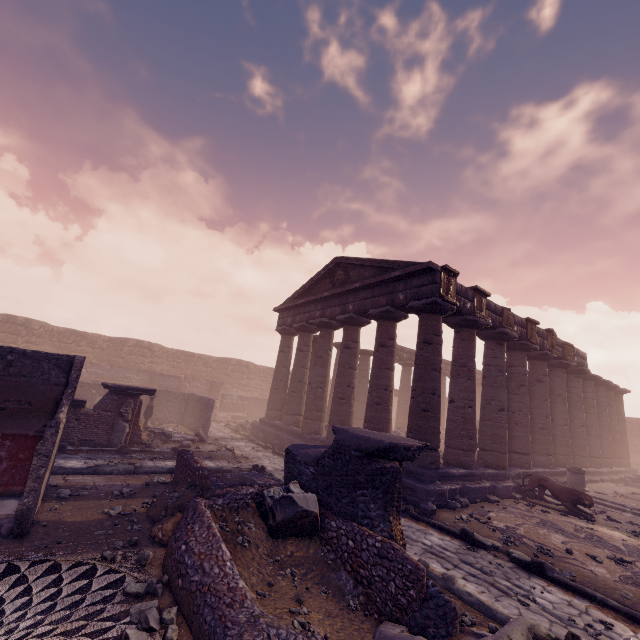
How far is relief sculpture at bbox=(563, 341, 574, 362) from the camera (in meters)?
16.86

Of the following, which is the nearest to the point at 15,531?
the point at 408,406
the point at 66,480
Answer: the point at 66,480

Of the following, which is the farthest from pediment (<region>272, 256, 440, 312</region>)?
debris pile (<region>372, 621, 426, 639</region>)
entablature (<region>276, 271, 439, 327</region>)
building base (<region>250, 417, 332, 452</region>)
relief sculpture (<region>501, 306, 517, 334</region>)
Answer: debris pile (<region>372, 621, 426, 639</region>)

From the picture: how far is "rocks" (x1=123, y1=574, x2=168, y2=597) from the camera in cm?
401

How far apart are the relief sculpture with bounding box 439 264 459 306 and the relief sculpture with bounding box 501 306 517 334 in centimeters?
339cm

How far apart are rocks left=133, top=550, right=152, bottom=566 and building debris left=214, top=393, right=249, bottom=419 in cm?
2069

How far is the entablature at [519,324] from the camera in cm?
1408

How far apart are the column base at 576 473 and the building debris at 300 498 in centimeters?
1428cm
